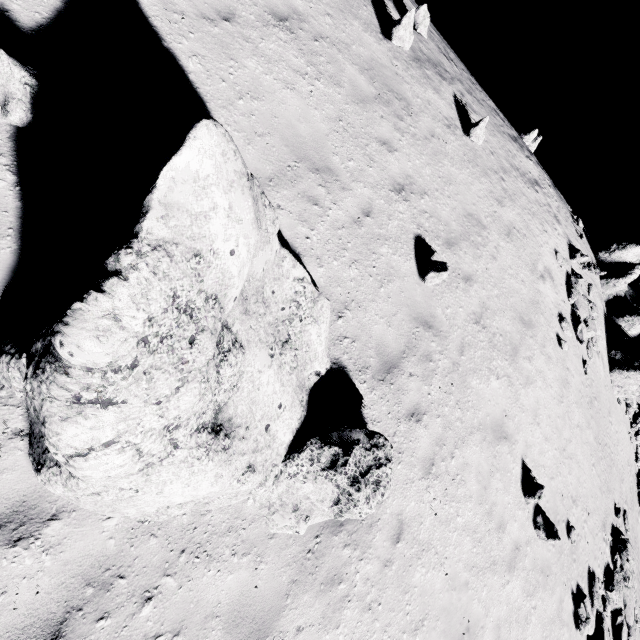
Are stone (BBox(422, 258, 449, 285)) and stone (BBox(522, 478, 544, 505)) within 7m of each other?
yes

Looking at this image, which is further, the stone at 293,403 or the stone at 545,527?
the stone at 545,527

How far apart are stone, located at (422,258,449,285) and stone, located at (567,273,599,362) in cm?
1101

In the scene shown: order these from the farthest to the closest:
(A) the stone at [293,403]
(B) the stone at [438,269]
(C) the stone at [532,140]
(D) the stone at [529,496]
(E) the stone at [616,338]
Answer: (C) the stone at [532,140] < (E) the stone at [616,338] < (D) the stone at [529,496] < (B) the stone at [438,269] < (A) the stone at [293,403]

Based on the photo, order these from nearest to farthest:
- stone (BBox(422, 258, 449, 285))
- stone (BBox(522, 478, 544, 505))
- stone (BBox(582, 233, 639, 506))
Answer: stone (BBox(422, 258, 449, 285)), stone (BBox(522, 478, 544, 505)), stone (BBox(582, 233, 639, 506))

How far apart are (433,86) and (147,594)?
13.2m

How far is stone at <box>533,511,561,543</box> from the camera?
8.68m

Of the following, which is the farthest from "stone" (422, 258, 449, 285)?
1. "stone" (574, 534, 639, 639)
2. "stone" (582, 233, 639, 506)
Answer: "stone" (582, 233, 639, 506)
